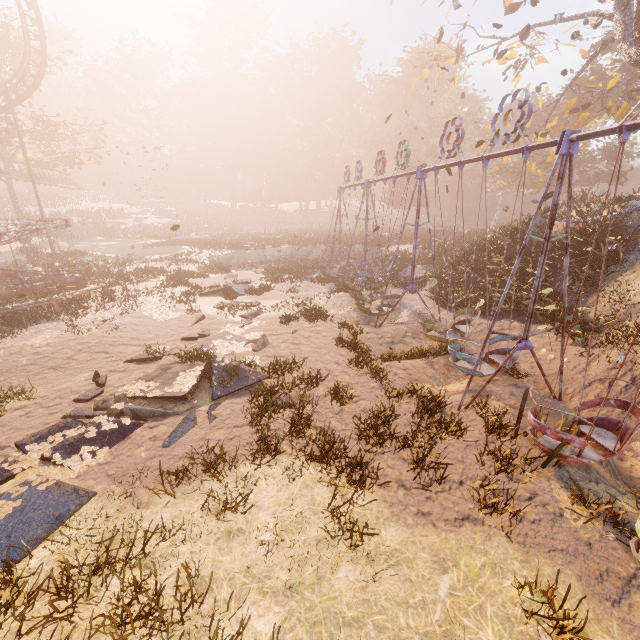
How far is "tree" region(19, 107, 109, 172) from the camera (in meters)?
29.41

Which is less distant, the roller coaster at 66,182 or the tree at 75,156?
the tree at 75,156

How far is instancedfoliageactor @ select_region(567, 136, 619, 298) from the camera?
13.32m

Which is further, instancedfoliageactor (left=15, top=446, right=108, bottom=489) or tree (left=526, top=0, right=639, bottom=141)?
tree (left=526, top=0, right=639, bottom=141)

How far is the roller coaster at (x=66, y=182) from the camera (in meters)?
36.28

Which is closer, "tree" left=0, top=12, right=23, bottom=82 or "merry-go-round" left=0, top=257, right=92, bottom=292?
"merry-go-round" left=0, top=257, right=92, bottom=292

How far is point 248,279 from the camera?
22.4m

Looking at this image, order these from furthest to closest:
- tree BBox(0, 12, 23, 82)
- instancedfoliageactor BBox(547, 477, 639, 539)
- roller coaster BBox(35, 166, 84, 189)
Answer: roller coaster BBox(35, 166, 84, 189)
tree BBox(0, 12, 23, 82)
instancedfoliageactor BBox(547, 477, 639, 539)
